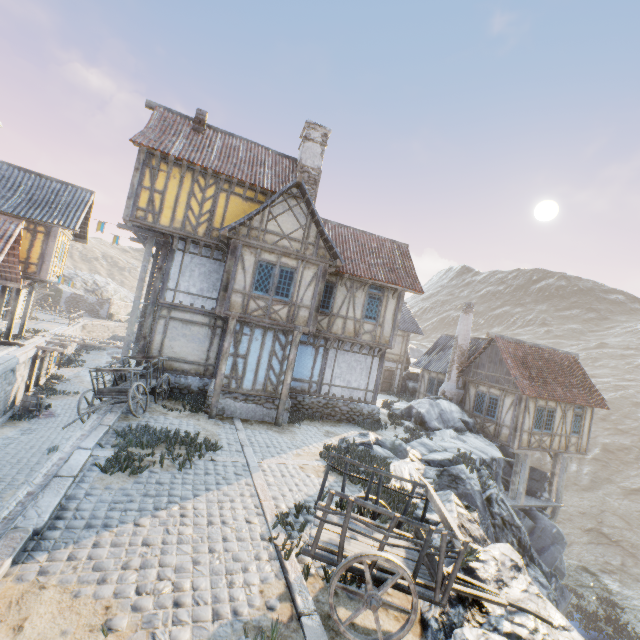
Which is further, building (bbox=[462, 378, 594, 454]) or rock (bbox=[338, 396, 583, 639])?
building (bbox=[462, 378, 594, 454])

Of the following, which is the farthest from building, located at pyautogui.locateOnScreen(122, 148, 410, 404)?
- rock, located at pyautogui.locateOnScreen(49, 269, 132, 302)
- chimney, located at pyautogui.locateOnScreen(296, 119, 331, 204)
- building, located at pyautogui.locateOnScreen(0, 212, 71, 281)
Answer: building, located at pyautogui.locateOnScreen(0, 212, 71, 281)

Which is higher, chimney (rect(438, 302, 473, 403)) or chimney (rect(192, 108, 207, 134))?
chimney (rect(192, 108, 207, 134))

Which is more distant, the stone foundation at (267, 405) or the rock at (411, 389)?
the rock at (411, 389)

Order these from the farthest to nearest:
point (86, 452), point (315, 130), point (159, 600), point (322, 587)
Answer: point (315, 130), point (86, 452), point (322, 587), point (159, 600)

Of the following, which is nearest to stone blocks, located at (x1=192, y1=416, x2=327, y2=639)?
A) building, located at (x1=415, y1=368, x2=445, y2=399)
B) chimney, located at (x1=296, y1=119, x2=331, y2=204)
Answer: chimney, located at (x1=296, y1=119, x2=331, y2=204)

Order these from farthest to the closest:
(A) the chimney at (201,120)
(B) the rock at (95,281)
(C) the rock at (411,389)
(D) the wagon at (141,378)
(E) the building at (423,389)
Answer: (B) the rock at (95,281)
(C) the rock at (411,389)
(E) the building at (423,389)
(A) the chimney at (201,120)
(D) the wagon at (141,378)

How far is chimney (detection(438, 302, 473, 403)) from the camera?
20.9m
